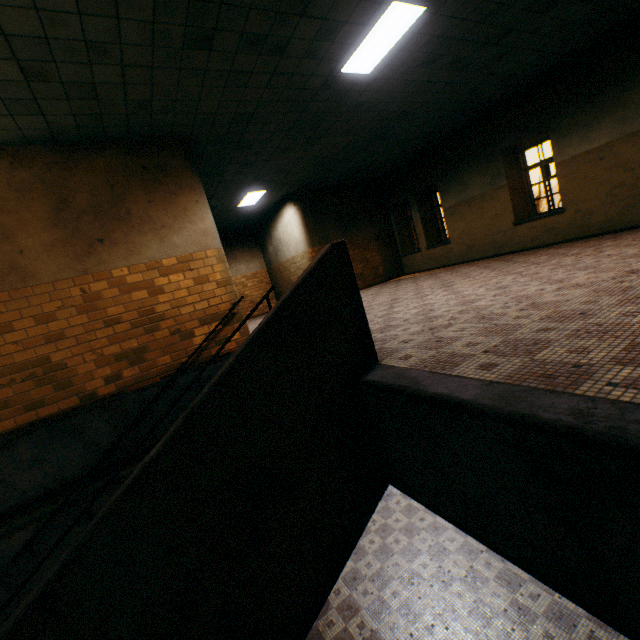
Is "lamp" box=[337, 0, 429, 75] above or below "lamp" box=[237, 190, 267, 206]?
below

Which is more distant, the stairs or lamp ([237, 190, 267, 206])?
lamp ([237, 190, 267, 206])

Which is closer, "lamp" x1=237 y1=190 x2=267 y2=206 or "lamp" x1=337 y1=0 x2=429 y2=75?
"lamp" x1=337 y1=0 x2=429 y2=75

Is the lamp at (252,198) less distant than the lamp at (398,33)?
No

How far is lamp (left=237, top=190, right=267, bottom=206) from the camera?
10.0 meters

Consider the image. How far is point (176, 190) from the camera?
5.7 meters

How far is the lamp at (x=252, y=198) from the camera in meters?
10.0

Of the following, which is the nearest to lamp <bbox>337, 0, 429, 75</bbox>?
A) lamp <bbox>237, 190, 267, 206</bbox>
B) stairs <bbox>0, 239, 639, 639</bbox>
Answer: stairs <bbox>0, 239, 639, 639</bbox>
